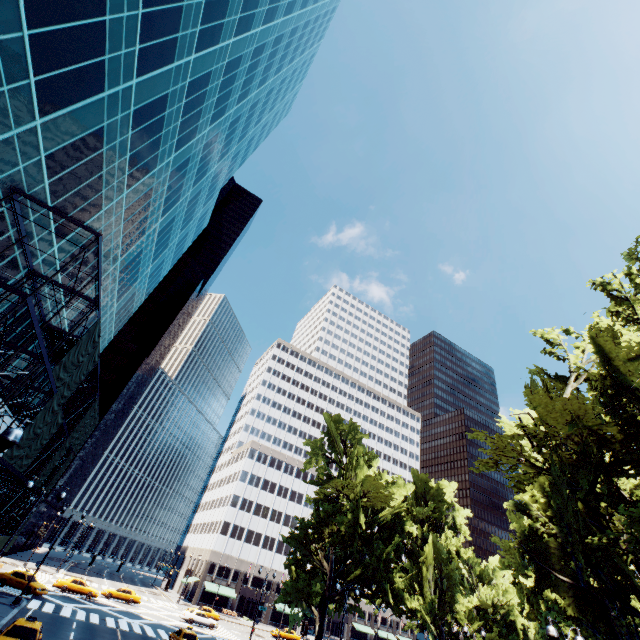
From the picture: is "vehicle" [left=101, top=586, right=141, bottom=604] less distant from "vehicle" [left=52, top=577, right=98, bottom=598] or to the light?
"vehicle" [left=52, top=577, right=98, bottom=598]

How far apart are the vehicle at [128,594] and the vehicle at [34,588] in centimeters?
1241cm

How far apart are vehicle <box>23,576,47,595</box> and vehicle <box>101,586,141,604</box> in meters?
12.4

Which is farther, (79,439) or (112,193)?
(79,439)

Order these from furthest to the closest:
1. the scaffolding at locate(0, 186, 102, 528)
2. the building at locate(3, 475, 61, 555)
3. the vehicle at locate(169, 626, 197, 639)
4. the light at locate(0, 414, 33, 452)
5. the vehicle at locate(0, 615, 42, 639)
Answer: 1. the building at locate(3, 475, 61, 555)
2. the vehicle at locate(169, 626, 197, 639)
3. the vehicle at locate(0, 615, 42, 639)
4. the scaffolding at locate(0, 186, 102, 528)
5. the light at locate(0, 414, 33, 452)

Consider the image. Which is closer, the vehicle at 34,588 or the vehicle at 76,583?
the vehicle at 34,588

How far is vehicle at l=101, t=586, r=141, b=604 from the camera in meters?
42.7 m

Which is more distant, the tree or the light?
the tree
